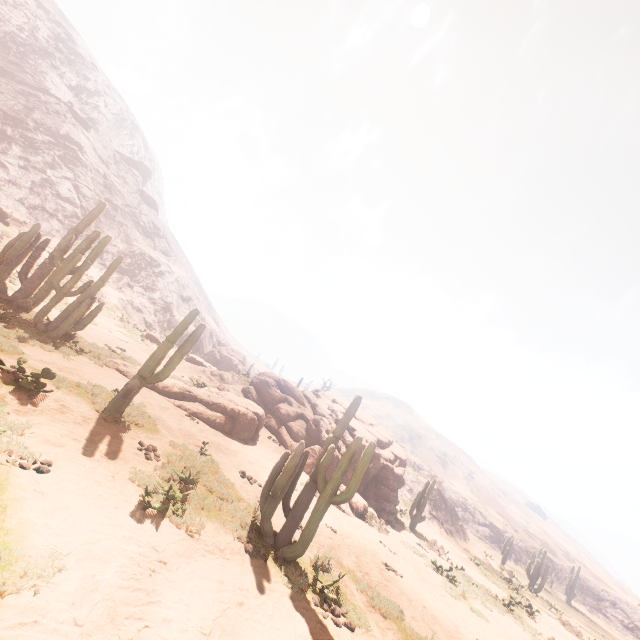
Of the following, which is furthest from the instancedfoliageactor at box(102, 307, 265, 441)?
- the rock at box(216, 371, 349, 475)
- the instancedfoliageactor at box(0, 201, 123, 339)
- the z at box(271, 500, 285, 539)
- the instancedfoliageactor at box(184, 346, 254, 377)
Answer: the instancedfoliageactor at box(184, 346, 254, 377)

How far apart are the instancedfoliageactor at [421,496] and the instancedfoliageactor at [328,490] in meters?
16.4

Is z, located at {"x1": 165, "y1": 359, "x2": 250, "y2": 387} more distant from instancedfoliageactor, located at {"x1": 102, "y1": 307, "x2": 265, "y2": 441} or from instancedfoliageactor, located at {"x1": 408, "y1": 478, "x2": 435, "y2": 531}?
instancedfoliageactor, located at {"x1": 408, "y1": 478, "x2": 435, "y2": 531}

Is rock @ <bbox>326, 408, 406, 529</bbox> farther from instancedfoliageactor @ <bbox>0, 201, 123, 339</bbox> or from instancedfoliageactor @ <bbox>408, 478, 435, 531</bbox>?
instancedfoliageactor @ <bbox>0, 201, 123, 339</bbox>

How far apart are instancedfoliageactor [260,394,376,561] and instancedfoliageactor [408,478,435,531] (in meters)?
16.37

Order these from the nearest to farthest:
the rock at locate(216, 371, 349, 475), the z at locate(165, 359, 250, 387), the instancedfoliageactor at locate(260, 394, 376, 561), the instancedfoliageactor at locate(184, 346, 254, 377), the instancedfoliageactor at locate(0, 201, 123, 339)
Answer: the instancedfoliageactor at locate(260, 394, 376, 561), the instancedfoliageactor at locate(0, 201, 123, 339), the rock at locate(216, 371, 349, 475), the z at locate(165, 359, 250, 387), the instancedfoliageactor at locate(184, 346, 254, 377)

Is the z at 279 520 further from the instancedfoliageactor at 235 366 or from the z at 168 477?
the z at 168 477

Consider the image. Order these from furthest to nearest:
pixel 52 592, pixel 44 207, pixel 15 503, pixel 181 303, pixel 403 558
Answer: pixel 181 303
pixel 44 207
pixel 403 558
pixel 15 503
pixel 52 592
